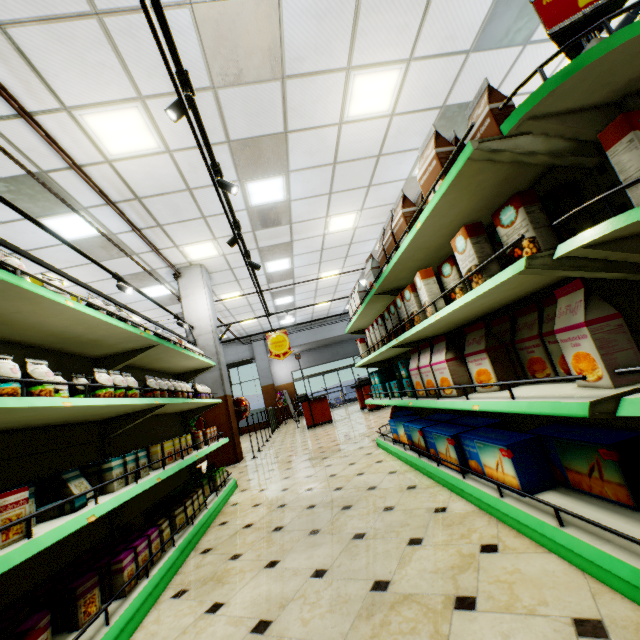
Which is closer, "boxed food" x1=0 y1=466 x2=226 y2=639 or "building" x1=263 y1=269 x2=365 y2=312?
"boxed food" x1=0 y1=466 x2=226 y2=639

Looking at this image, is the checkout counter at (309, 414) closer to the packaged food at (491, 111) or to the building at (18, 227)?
the building at (18, 227)

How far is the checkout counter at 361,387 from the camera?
11.0 meters

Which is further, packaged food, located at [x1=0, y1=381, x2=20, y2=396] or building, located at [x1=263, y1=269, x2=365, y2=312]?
building, located at [x1=263, y1=269, x2=365, y2=312]

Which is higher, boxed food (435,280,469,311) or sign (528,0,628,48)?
sign (528,0,628,48)

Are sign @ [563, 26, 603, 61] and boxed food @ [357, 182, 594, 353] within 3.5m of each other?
yes

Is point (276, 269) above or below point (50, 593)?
above

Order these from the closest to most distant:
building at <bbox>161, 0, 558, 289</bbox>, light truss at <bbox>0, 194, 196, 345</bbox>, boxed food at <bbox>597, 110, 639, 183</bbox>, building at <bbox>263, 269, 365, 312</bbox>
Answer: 1. boxed food at <bbox>597, 110, 639, 183</bbox>
2. light truss at <bbox>0, 194, 196, 345</bbox>
3. building at <bbox>161, 0, 558, 289</bbox>
4. building at <bbox>263, 269, 365, 312</bbox>
